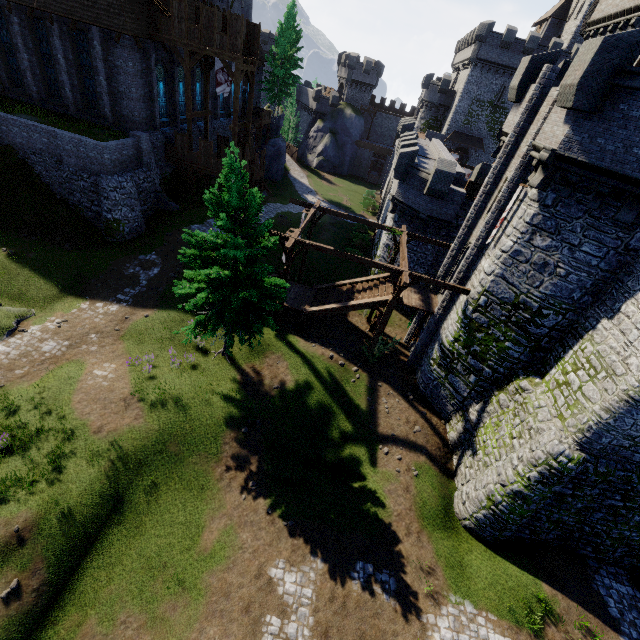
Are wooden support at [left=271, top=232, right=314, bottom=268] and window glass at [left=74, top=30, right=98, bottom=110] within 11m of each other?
no

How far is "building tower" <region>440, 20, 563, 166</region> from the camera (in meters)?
41.19

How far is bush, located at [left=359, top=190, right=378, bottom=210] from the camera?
47.3 meters

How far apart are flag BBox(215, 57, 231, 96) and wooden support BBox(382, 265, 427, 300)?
20.8 meters

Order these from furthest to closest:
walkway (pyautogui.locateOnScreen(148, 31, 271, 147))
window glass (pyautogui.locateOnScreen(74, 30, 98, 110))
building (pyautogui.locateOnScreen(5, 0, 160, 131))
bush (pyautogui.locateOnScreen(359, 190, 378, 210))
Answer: bush (pyautogui.locateOnScreen(359, 190, 378, 210)), walkway (pyautogui.locateOnScreen(148, 31, 271, 147)), window glass (pyautogui.locateOnScreen(74, 30, 98, 110)), building (pyautogui.locateOnScreen(5, 0, 160, 131))

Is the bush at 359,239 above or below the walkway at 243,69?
below

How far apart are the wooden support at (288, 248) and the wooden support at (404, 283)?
3.68m

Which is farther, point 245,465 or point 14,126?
point 14,126
